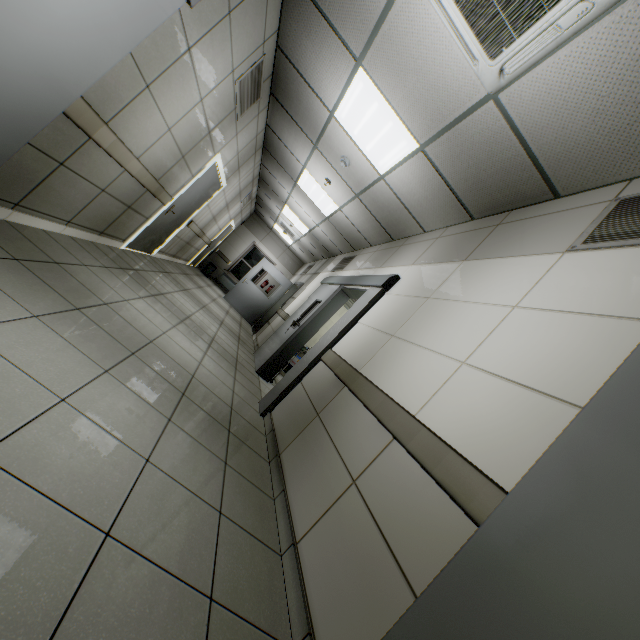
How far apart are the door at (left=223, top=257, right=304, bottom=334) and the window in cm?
259

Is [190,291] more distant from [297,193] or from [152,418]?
[152,418]

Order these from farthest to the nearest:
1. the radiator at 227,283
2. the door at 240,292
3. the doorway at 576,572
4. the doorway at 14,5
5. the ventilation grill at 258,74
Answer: the radiator at 227,283
the door at 240,292
the ventilation grill at 258,74
the doorway at 14,5
the doorway at 576,572

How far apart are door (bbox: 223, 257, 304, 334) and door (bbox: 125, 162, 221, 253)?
3.6 meters

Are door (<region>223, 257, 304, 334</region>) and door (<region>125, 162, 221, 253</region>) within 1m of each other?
no

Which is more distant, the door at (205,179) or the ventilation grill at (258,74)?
the door at (205,179)

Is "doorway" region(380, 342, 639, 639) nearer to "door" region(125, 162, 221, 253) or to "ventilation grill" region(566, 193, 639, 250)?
"ventilation grill" region(566, 193, 639, 250)

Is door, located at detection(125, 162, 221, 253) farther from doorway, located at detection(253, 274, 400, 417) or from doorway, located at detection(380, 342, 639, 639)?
doorway, located at detection(380, 342, 639, 639)
